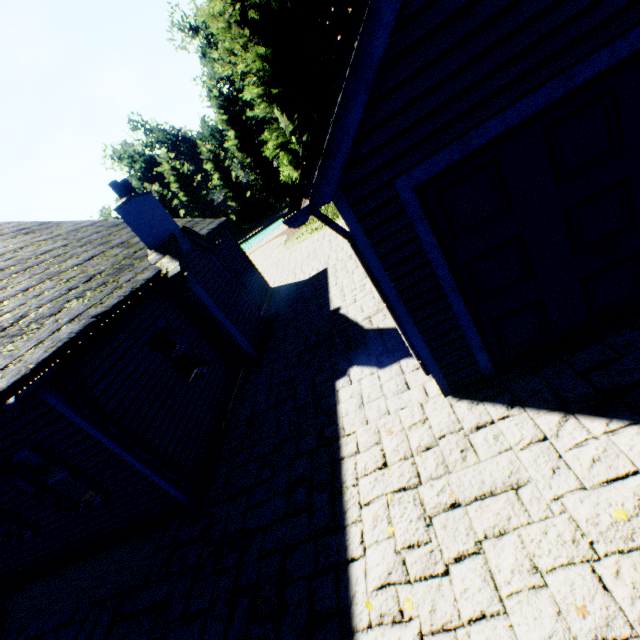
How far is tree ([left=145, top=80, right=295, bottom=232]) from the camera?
40.16m

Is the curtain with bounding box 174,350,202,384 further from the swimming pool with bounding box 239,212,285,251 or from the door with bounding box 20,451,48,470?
the swimming pool with bounding box 239,212,285,251

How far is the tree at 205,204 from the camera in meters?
40.2

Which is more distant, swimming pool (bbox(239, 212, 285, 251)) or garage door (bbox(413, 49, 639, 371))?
swimming pool (bbox(239, 212, 285, 251))

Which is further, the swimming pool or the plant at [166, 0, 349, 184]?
the swimming pool

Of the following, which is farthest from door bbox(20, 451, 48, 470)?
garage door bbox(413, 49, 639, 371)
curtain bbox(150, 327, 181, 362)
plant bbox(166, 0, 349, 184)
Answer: plant bbox(166, 0, 349, 184)

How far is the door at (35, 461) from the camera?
12.1m

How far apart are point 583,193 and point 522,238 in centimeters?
69cm
